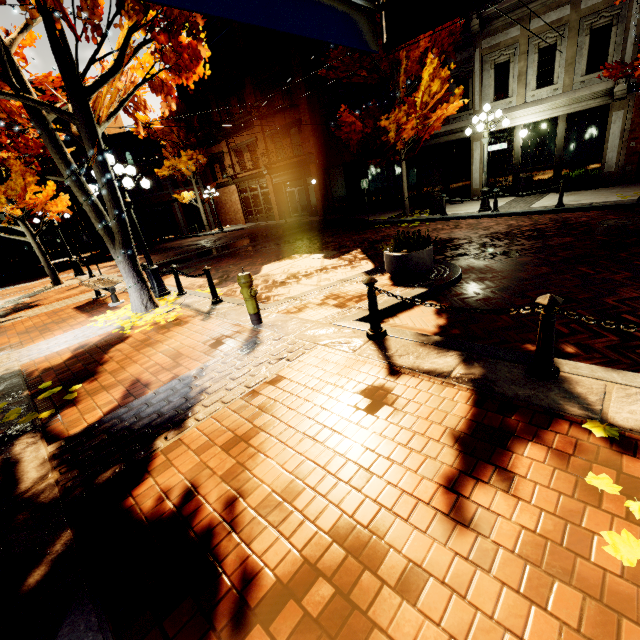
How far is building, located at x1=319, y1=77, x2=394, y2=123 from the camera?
17.6m

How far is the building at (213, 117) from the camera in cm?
2466

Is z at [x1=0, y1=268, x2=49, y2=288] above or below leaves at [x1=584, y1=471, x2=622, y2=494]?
below

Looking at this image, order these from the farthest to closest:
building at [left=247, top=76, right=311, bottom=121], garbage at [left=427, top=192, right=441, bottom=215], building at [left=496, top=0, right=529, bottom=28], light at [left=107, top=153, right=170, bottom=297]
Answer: building at [left=247, top=76, right=311, bottom=121] < garbage at [left=427, top=192, right=441, bottom=215] < building at [left=496, top=0, right=529, bottom=28] < light at [left=107, top=153, right=170, bottom=297]

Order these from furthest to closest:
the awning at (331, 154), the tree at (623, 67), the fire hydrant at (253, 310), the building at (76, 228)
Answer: the building at (76, 228) → the awning at (331, 154) → the tree at (623, 67) → the fire hydrant at (253, 310)

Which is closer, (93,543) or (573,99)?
(93,543)

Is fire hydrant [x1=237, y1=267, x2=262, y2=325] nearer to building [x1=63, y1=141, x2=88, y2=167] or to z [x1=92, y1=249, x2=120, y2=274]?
building [x1=63, y1=141, x2=88, y2=167]

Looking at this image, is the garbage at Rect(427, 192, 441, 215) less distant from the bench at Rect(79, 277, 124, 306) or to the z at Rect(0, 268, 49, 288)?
the z at Rect(0, 268, 49, 288)
